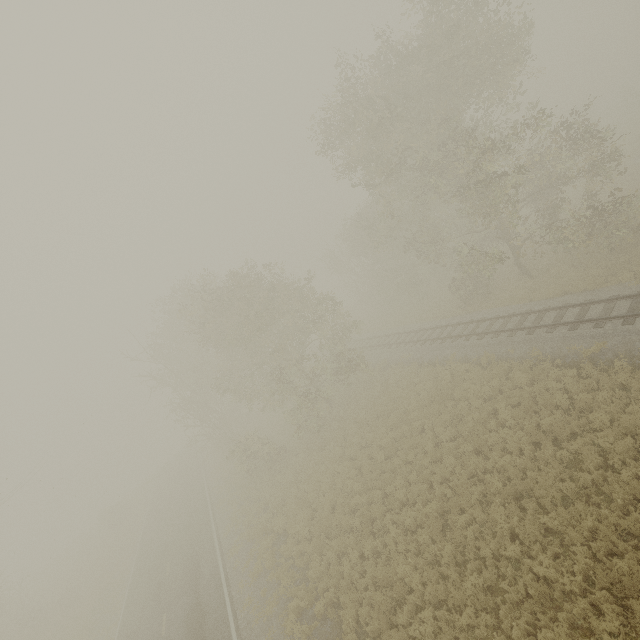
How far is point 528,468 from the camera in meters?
11.6 m
